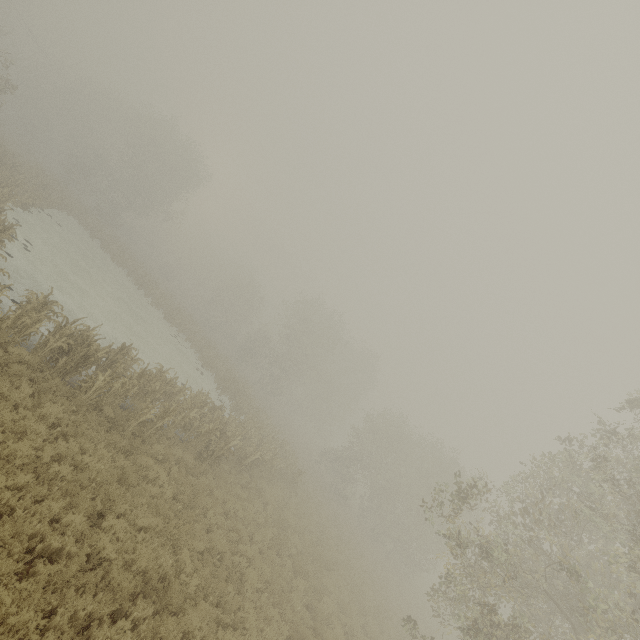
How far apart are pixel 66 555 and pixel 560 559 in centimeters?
1253cm
